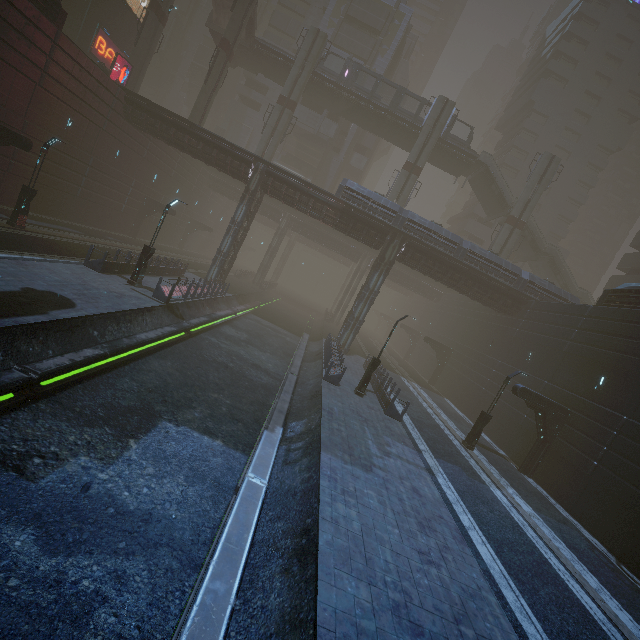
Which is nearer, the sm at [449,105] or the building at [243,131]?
the sm at [449,105]

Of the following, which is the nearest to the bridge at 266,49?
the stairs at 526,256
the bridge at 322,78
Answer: the bridge at 322,78

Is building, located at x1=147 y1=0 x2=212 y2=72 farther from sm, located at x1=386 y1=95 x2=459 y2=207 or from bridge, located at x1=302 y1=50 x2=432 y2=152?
sm, located at x1=386 y1=95 x2=459 y2=207

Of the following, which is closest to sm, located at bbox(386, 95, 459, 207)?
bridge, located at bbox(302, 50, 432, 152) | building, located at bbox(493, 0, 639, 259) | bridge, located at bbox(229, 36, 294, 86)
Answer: bridge, located at bbox(302, 50, 432, 152)

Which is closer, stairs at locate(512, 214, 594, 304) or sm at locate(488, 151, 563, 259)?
sm at locate(488, 151, 563, 259)

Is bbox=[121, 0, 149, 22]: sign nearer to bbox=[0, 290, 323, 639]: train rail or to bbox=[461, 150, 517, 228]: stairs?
bbox=[0, 290, 323, 639]: train rail

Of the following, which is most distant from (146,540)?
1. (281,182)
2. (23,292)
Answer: (281,182)

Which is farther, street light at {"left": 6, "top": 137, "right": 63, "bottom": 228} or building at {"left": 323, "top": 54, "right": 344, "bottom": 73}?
building at {"left": 323, "top": 54, "right": 344, "bottom": 73}
